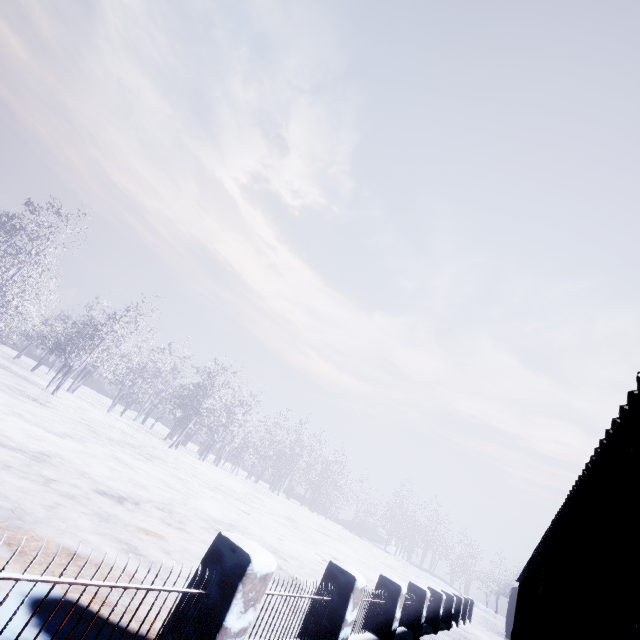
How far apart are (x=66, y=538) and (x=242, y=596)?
2.4m
